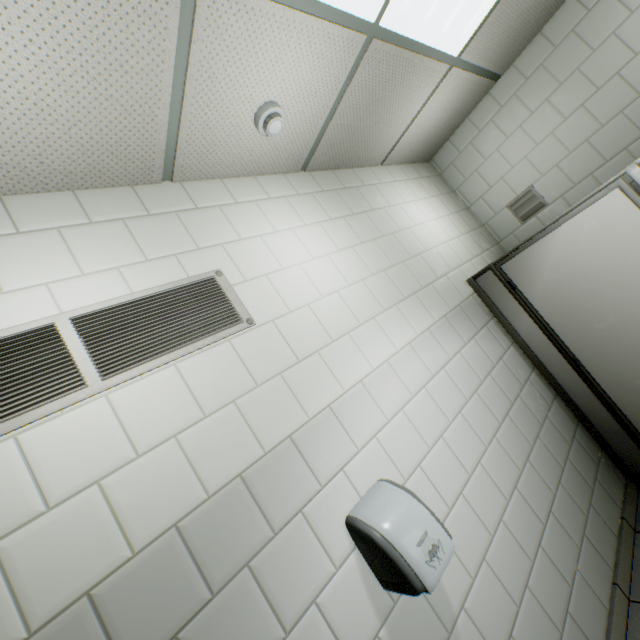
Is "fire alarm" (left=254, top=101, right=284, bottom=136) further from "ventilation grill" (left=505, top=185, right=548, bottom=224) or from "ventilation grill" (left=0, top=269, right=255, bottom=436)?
"ventilation grill" (left=505, top=185, right=548, bottom=224)

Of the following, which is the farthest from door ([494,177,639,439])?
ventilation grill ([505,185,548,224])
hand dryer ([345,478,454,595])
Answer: hand dryer ([345,478,454,595])

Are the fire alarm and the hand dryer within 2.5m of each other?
yes

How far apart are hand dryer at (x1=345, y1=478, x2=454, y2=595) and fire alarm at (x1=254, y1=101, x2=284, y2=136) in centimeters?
186cm

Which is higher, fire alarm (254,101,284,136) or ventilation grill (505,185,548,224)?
fire alarm (254,101,284,136)

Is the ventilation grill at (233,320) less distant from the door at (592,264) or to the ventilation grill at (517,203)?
the door at (592,264)

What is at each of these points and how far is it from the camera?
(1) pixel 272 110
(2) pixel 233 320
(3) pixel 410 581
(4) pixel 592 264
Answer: (1) fire alarm, 1.7 meters
(2) ventilation grill, 1.5 meters
(3) hand dryer, 1.1 meters
(4) door, 2.0 meters

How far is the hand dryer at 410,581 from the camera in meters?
1.1 m
